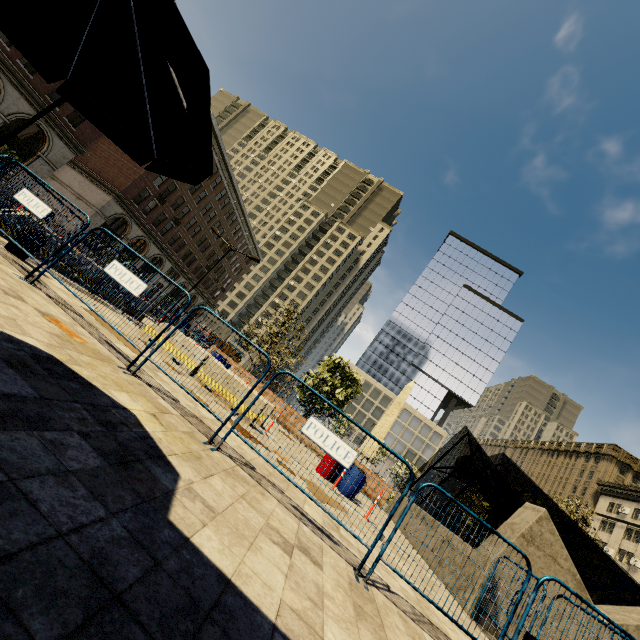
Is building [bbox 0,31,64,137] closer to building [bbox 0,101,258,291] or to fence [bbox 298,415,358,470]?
building [bbox 0,101,258,291]

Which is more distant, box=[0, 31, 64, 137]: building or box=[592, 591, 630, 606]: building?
box=[592, 591, 630, 606]: building

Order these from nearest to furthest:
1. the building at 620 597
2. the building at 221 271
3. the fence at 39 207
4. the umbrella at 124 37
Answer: the umbrella at 124 37 → the fence at 39 207 → the building at 620 597 → the building at 221 271

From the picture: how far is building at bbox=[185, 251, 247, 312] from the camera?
53.2 meters

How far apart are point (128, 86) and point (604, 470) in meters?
73.6 m

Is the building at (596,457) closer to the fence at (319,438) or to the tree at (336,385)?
the tree at (336,385)

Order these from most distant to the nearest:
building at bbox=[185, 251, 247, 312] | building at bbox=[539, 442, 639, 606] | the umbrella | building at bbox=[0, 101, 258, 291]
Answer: building at bbox=[185, 251, 247, 312] → building at bbox=[539, 442, 639, 606] → building at bbox=[0, 101, 258, 291] → the umbrella

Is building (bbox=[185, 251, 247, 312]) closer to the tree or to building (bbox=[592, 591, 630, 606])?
the tree
